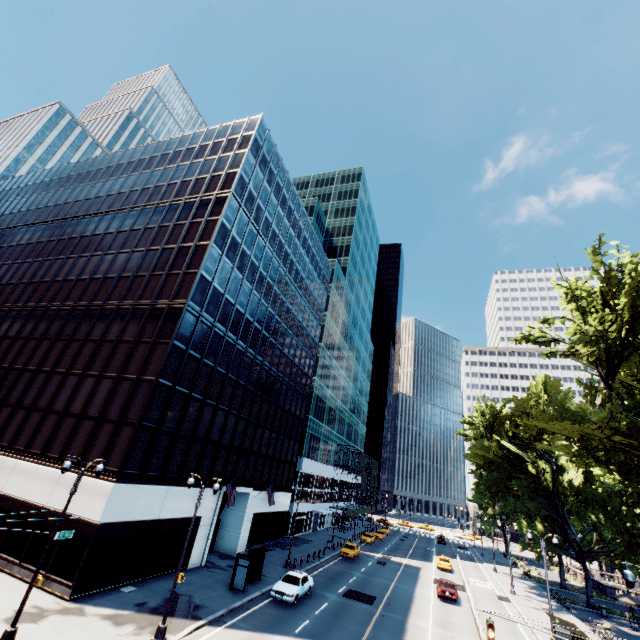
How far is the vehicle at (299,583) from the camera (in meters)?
23.27

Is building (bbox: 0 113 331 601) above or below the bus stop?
above

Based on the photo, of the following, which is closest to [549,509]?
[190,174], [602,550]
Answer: [602,550]

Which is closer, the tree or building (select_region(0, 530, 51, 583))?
the tree

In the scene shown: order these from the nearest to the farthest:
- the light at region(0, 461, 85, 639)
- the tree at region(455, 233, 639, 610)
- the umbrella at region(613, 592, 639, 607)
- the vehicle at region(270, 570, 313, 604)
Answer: the tree at region(455, 233, 639, 610), the light at region(0, 461, 85, 639), the vehicle at region(270, 570, 313, 604), the umbrella at region(613, 592, 639, 607)

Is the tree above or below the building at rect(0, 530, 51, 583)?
above

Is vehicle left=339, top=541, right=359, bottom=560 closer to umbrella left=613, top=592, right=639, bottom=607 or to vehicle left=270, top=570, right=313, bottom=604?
vehicle left=270, top=570, right=313, bottom=604

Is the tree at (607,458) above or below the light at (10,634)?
above
